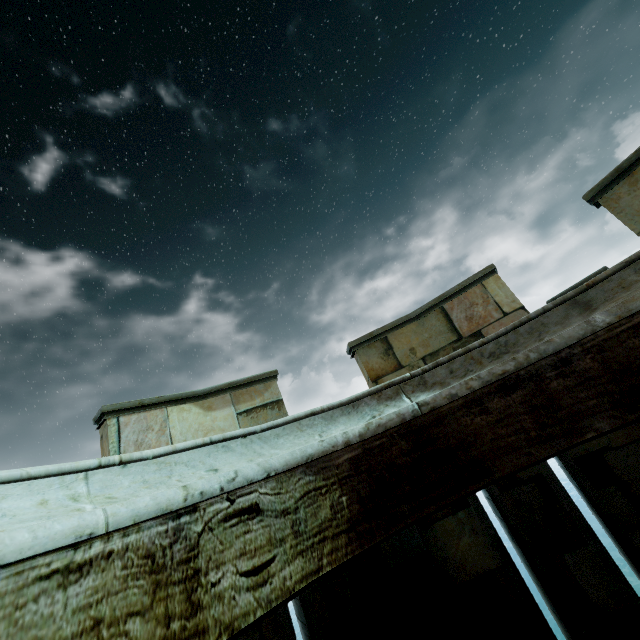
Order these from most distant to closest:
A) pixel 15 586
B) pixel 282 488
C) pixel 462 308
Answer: pixel 462 308 → pixel 282 488 → pixel 15 586
